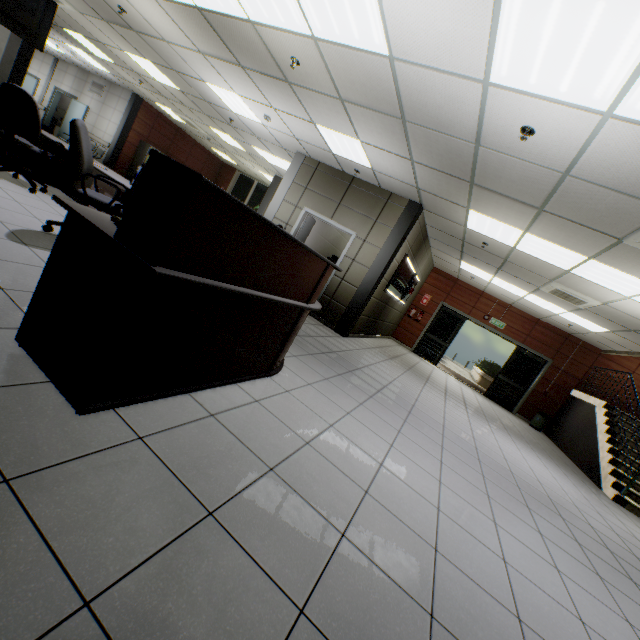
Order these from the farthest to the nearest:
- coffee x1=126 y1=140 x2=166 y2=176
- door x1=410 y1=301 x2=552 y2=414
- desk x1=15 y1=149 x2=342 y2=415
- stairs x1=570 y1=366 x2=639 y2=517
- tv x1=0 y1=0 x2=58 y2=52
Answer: coffee x1=126 y1=140 x2=166 y2=176
door x1=410 y1=301 x2=552 y2=414
stairs x1=570 y1=366 x2=639 y2=517
tv x1=0 y1=0 x2=58 y2=52
desk x1=15 y1=149 x2=342 y2=415

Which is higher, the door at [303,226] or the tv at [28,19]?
the tv at [28,19]

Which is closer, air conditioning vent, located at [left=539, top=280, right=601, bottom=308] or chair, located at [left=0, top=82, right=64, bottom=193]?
chair, located at [left=0, top=82, right=64, bottom=193]

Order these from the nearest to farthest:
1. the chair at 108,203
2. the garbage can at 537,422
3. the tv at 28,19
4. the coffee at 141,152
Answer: the chair at 108,203 < the tv at 28,19 < the garbage can at 537,422 < the coffee at 141,152

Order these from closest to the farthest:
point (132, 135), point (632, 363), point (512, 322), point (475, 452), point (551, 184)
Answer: point (551, 184)
point (475, 452)
point (632, 363)
point (512, 322)
point (132, 135)

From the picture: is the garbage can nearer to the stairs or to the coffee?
the stairs

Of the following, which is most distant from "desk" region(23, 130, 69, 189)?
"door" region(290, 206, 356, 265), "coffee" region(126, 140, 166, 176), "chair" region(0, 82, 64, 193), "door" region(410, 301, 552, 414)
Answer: "door" region(410, 301, 552, 414)

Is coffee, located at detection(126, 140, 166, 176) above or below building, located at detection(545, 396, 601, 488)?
above
